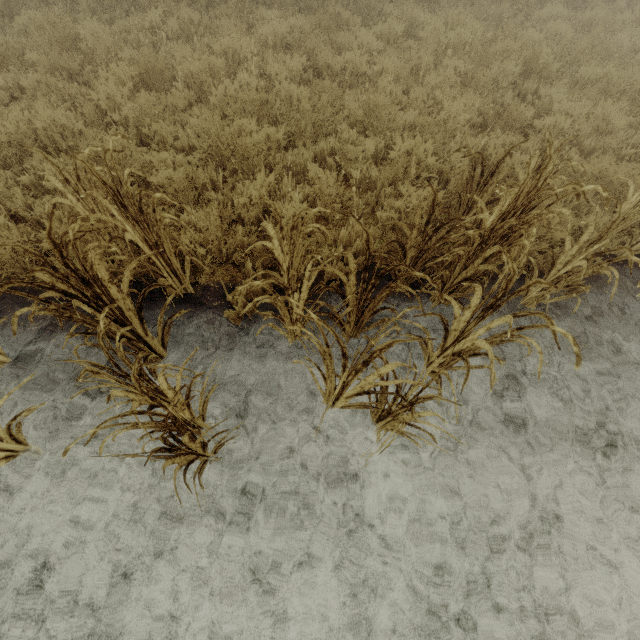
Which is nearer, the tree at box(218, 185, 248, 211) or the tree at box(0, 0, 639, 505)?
the tree at box(0, 0, 639, 505)

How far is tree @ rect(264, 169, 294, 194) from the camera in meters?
4.0

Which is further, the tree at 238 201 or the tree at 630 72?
the tree at 238 201

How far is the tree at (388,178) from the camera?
4.40m

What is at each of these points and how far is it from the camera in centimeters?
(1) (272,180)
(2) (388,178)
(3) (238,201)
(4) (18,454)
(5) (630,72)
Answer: (1) tree, 407cm
(2) tree, 449cm
(3) tree, 436cm
(4) tree, 285cm
(5) tree, 620cm
